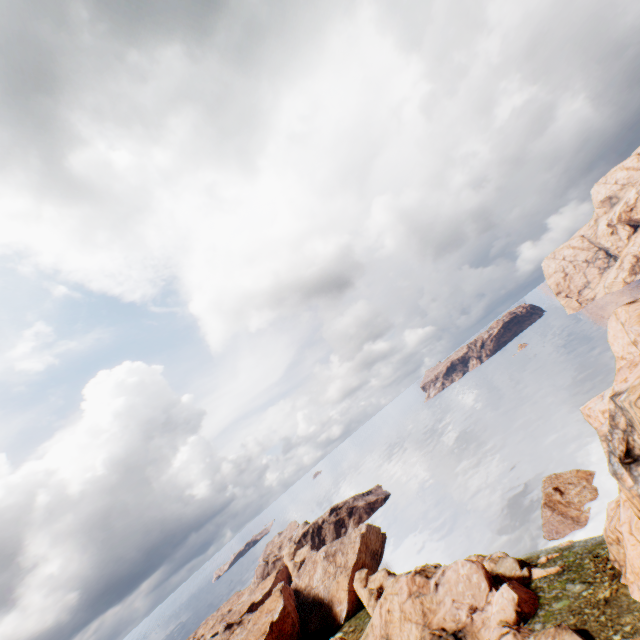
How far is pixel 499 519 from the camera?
58.2m

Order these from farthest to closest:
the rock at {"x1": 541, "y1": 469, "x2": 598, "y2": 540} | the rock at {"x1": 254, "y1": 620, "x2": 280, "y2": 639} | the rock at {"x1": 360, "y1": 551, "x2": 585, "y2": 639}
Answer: the rock at {"x1": 254, "y1": 620, "x2": 280, "y2": 639}
the rock at {"x1": 541, "y1": 469, "x2": 598, "y2": 540}
the rock at {"x1": 360, "y1": 551, "x2": 585, "y2": 639}

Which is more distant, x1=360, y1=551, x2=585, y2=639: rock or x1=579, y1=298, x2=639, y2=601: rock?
x1=360, y1=551, x2=585, y2=639: rock

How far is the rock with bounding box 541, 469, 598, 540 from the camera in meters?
45.4 m

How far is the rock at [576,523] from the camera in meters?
45.4

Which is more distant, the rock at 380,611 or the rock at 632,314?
the rock at 380,611
